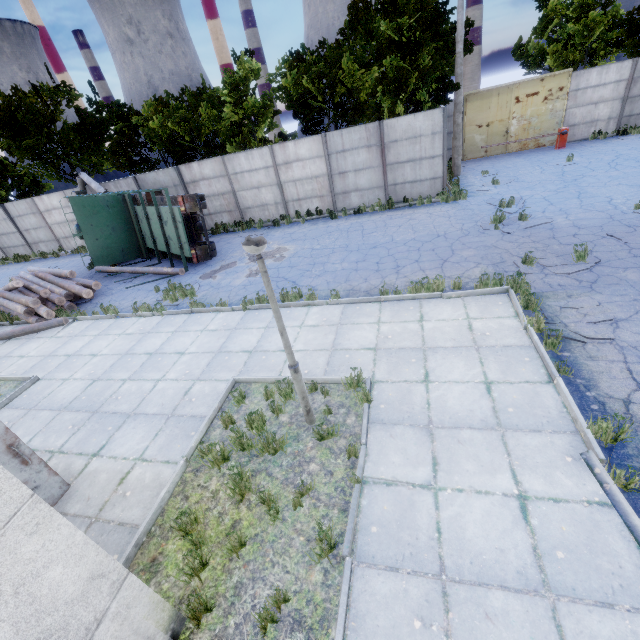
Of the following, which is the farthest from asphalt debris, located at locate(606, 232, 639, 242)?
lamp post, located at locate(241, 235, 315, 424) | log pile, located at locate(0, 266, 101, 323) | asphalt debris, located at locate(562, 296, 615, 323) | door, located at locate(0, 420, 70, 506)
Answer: log pile, located at locate(0, 266, 101, 323)

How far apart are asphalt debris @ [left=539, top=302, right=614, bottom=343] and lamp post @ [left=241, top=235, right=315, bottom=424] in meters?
4.8 m

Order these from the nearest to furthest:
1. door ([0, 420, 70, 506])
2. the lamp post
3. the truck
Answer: the lamp post, door ([0, 420, 70, 506]), the truck

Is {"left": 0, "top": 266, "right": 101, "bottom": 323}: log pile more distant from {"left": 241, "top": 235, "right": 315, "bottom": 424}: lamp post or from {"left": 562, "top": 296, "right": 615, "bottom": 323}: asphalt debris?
{"left": 562, "top": 296, "right": 615, "bottom": 323}: asphalt debris

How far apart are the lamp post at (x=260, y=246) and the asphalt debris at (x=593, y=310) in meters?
4.8

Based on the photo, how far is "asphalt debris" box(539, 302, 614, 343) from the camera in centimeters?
589cm

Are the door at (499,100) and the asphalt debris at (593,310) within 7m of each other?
no

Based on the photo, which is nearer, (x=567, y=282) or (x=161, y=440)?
(x=161, y=440)
